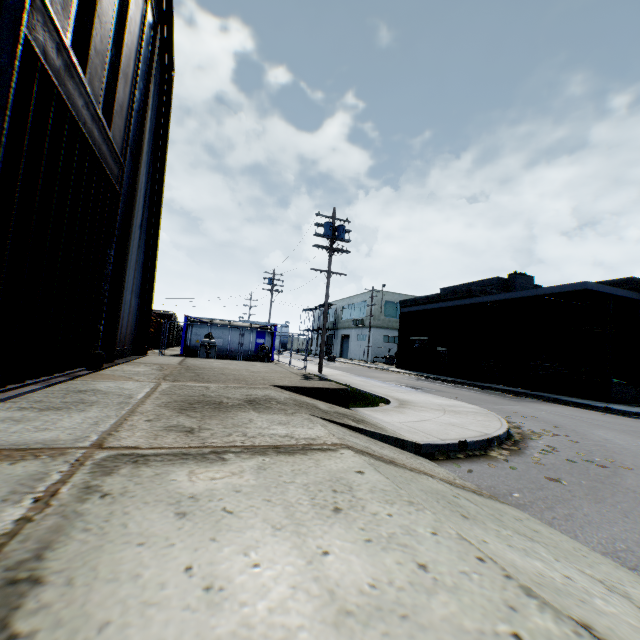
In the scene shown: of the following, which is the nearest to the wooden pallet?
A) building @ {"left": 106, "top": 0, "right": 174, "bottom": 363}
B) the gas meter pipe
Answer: the gas meter pipe

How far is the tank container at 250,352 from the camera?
24.9 meters

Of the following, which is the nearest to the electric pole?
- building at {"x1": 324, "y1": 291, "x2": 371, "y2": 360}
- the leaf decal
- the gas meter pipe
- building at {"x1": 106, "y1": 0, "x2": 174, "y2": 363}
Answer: the gas meter pipe

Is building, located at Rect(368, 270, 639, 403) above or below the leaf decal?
above

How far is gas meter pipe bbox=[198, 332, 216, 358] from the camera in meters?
18.0

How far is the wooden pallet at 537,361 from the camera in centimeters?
1909cm

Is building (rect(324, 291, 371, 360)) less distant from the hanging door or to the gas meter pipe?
the gas meter pipe

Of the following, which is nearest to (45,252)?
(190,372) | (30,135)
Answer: (30,135)
